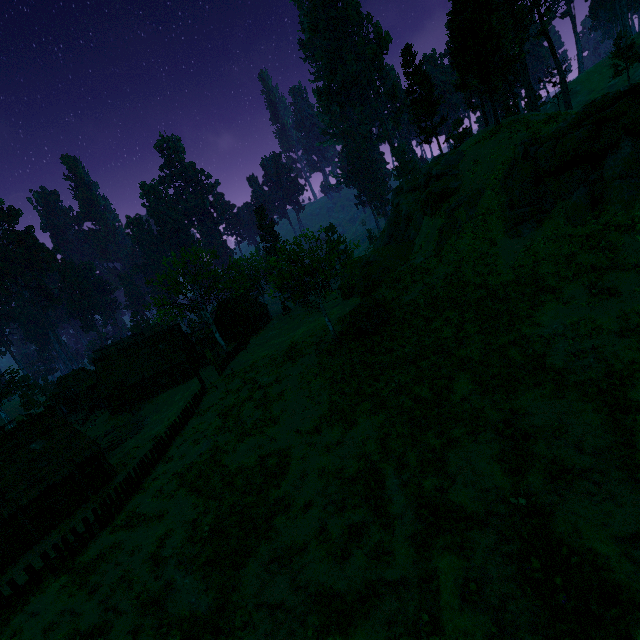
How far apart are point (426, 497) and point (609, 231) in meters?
17.1 m

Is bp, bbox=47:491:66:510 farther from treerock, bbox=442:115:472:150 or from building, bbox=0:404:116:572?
treerock, bbox=442:115:472:150

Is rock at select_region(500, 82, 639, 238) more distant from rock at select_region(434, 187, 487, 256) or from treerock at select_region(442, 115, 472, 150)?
treerock at select_region(442, 115, 472, 150)

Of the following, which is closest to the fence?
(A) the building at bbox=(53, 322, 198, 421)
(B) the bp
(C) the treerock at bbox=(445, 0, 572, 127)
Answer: (A) the building at bbox=(53, 322, 198, 421)

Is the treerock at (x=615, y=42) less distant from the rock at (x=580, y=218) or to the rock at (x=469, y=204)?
the rock at (x=469, y=204)

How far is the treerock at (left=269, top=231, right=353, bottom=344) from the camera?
24.5m

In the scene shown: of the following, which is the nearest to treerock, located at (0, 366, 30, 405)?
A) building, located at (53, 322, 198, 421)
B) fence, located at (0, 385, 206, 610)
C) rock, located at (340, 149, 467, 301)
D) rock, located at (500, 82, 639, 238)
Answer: building, located at (53, 322, 198, 421)

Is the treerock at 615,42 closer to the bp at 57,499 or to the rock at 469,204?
the rock at 469,204
